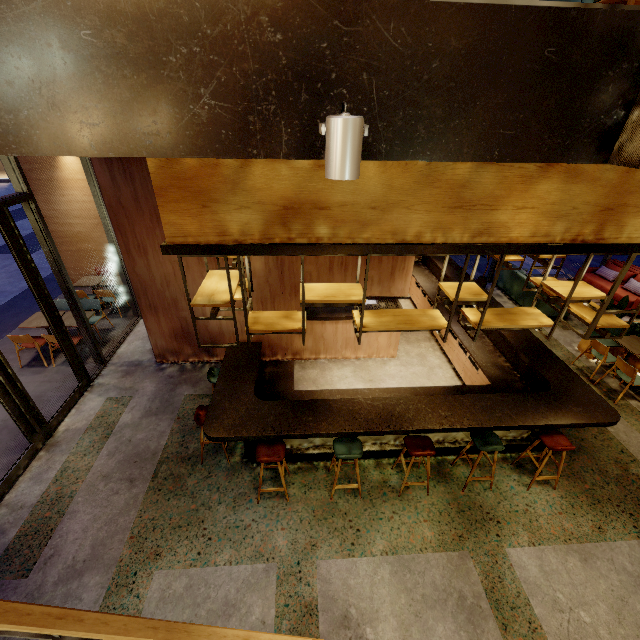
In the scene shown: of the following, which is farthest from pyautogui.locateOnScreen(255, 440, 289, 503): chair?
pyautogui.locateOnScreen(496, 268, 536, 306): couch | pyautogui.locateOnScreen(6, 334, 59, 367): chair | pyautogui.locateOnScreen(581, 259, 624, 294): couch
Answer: pyautogui.locateOnScreen(581, 259, 624, 294): couch

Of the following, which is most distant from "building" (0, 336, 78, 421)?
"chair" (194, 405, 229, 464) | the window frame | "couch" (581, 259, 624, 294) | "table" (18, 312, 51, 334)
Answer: "couch" (581, 259, 624, 294)

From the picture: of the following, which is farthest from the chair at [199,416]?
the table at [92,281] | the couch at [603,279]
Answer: the couch at [603,279]

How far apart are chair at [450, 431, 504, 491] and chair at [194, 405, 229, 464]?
3.64m

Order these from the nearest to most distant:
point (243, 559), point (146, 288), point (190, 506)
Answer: point (243, 559), point (190, 506), point (146, 288)

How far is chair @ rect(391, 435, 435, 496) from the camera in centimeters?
439cm

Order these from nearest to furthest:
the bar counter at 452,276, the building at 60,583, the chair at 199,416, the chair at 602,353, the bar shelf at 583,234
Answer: the bar shelf at 583,234
the building at 60,583
the chair at 199,416
the chair at 602,353
the bar counter at 452,276

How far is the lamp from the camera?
1.3 meters
